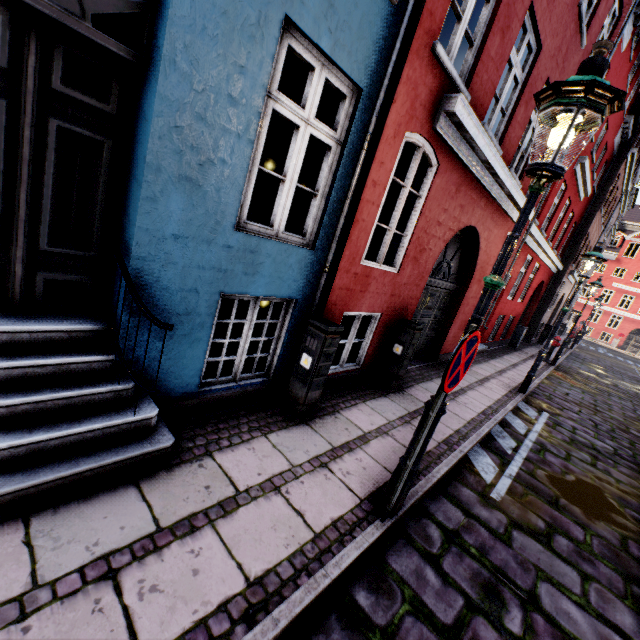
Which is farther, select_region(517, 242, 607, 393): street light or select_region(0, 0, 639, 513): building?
select_region(517, 242, 607, 393): street light

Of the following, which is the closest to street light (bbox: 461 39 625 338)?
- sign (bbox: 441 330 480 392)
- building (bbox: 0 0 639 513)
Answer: sign (bbox: 441 330 480 392)

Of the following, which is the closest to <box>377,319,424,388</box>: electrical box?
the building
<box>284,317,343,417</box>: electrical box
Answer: the building

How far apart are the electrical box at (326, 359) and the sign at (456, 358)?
1.55m

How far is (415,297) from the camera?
6.2 meters

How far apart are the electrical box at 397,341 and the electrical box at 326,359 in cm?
209

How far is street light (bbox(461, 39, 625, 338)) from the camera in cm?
203

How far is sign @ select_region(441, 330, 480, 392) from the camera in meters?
2.3 m
